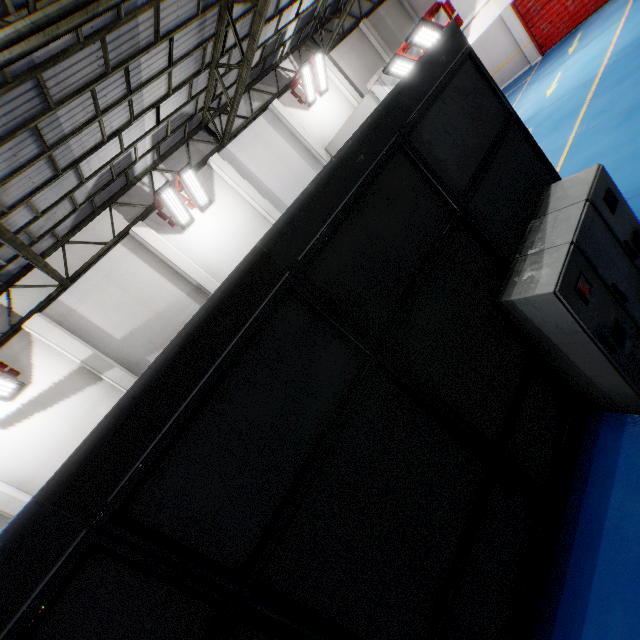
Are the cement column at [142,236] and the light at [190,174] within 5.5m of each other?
yes

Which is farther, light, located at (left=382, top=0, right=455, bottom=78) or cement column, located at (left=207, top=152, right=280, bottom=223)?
cement column, located at (left=207, top=152, right=280, bottom=223)

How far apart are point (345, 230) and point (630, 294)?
3.53m

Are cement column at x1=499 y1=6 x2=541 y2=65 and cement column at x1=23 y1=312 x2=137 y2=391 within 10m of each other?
no

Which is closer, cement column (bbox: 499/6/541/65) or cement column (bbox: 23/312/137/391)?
cement column (bbox: 23/312/137/391)

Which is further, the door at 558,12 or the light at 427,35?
the door at 558,12

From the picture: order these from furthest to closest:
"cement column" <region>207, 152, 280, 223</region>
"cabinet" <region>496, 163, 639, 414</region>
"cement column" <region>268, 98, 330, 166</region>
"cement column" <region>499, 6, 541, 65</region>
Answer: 1. "cement column" <region>499, 6, 541, 65</region>
2. "cement column" <region>268, 98, 330, 166</region>
3. "cement column" <region>207, 152, 280, 223</region>
4. "cabinet" <region>496, 163, 639, 414</region>

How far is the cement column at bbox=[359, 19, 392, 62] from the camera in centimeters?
1658cm
